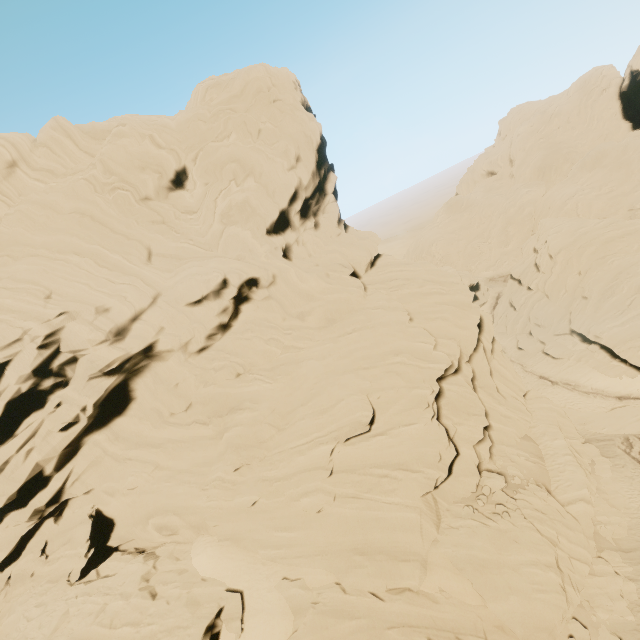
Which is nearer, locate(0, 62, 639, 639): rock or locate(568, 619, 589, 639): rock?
locate(568, 619, 589, 639): rock

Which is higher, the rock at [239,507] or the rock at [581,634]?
the rock at [239,507]

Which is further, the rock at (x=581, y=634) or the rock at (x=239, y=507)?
the rock at (x=239, y=507)

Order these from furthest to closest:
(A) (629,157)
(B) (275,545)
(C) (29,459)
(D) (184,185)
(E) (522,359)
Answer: (A) (629,157) < (E) (522,359) < (D) (184,185) < (C) (29,459) < (B) (275,545)

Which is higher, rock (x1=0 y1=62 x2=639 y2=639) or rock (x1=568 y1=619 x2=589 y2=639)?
rock (x1=0 y1=62 x2=639 y2=639)
